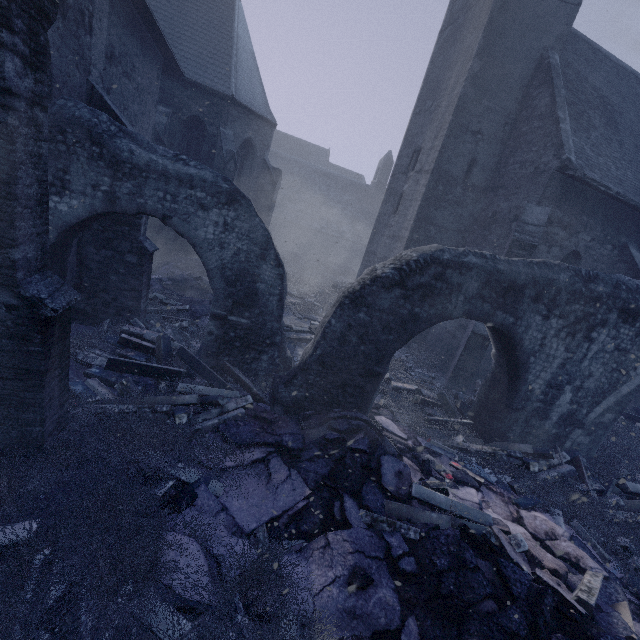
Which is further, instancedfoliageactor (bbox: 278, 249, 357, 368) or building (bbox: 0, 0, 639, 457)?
instancedfoliageactor (bbox: 278, 249, 357, 368)

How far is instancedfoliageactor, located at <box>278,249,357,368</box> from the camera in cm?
1040

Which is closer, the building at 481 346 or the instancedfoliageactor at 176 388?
the instancedfoliageactor at 176 388

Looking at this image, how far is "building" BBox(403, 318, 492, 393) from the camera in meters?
9.7

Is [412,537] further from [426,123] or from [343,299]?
[426,123]

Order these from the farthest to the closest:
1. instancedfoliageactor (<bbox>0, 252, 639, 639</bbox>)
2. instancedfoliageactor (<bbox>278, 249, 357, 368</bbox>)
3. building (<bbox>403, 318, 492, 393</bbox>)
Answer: instancedfoliageactor (<bbox>278, 249, 357, 368</bbox>)
building (<bbox>403, 318, 492, 393</bbox>)
instancedfoliageactor (<bbox>0, 252, 639, 639</bbox>)

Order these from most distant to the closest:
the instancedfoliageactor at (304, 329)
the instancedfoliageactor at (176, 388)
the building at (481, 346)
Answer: the instancedfoliageactor at (304, 329) → the building at (481, 346) → the instancedfoliageactor at (176, 388)
